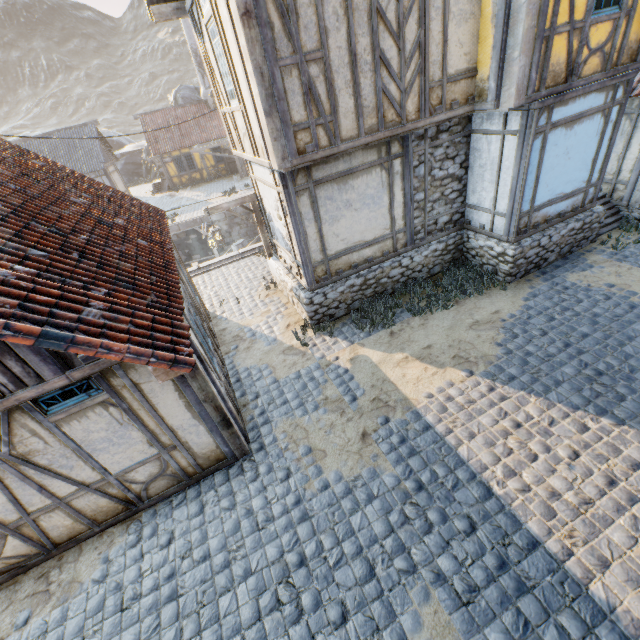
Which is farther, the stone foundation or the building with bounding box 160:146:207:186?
the building with bounding box 160:146:207:186

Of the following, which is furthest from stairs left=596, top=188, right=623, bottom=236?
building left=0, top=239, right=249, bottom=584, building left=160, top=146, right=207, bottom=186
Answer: building left=160, top=146, right=207, bottom=186

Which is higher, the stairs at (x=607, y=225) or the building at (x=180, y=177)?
the building at (x=180, y=177)

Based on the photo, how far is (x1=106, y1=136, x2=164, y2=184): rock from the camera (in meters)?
34.81

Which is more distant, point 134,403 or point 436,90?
point 436,90

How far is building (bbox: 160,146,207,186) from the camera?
27.11m

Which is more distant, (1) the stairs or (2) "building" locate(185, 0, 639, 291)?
(1) the stairs

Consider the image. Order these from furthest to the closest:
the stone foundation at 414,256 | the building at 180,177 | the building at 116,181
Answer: the building at 180,177 < the building at 116,181 < the stone foundation at 414,256
